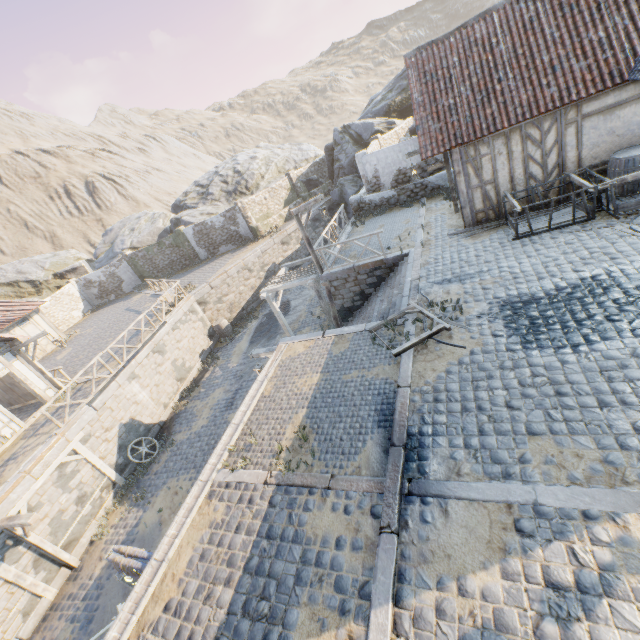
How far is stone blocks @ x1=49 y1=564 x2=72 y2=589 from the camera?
10.2m

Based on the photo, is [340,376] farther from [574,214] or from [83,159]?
[83,159]

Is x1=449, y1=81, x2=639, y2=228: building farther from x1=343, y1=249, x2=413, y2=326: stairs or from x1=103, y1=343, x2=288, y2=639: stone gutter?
x1=103, y1=343, x2=288, y2=639: stone gutter

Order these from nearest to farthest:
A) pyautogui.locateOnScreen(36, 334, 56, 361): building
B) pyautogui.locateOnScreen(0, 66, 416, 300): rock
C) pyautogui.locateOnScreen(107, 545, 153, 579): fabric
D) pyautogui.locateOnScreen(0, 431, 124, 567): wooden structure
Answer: pyautogui.locateOnScreen(107, 545, 153, 579): fabric < pyautogui.locateOnScreen(0, 431, 124, 567): wooden structure < pyautogui.locateOnScreen(36, 334, 56, 361): building < pyautogui.locateOnScreen(0, 66, 416, 300): rock

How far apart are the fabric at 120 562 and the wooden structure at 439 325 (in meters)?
6.41

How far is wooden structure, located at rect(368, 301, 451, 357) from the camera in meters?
7.7 m

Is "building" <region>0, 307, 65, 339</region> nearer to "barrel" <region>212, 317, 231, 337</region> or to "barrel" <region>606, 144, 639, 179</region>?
"barrel" <region>212, 317, 231, 337</region>

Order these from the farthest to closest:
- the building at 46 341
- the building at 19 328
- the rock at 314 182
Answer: the rock at 314 182 < the building at 46 341 < the building at 19 328
